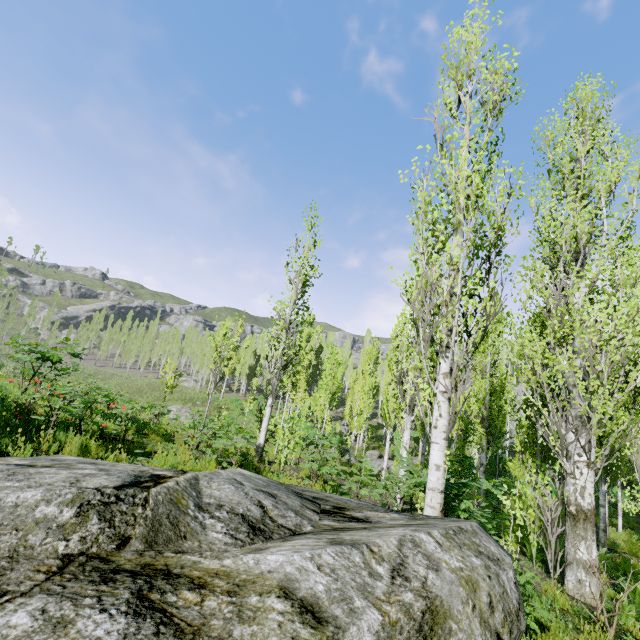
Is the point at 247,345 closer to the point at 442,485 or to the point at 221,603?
the point at 442,485

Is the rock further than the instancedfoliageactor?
No

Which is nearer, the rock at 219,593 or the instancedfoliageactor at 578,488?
the rock at 219,593
